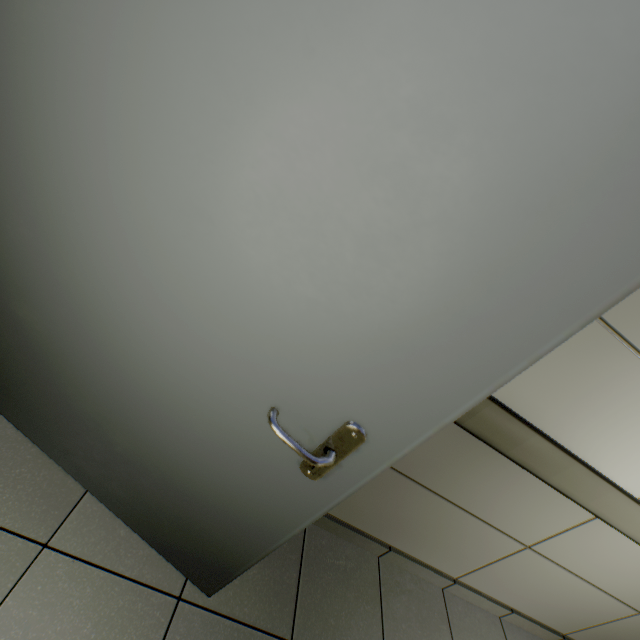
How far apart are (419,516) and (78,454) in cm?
156
